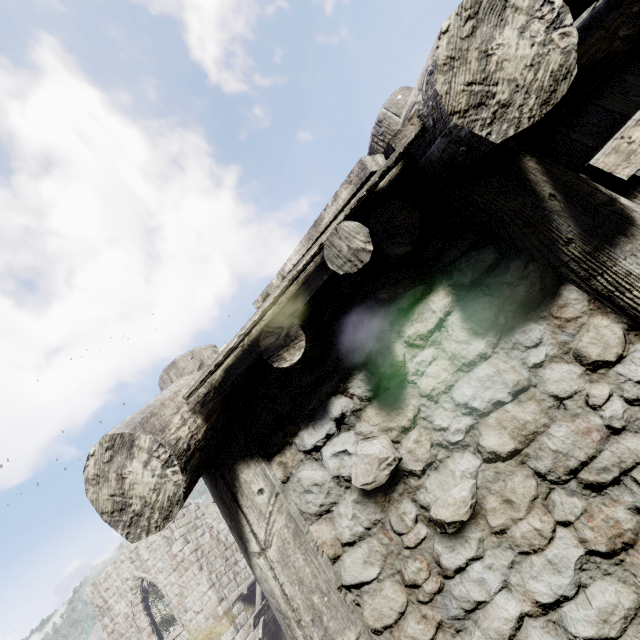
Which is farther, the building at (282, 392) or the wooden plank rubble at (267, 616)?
the wooden plank rubble at (267, 616)

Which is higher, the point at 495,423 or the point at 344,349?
the point at 344,349

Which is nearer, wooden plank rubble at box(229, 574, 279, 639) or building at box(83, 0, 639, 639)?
building at box(83, 0, 639, 639)

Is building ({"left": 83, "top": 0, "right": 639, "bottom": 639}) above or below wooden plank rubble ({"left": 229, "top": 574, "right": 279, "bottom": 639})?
above

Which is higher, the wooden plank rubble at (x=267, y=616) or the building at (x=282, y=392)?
the building at (x=282, y=392)
